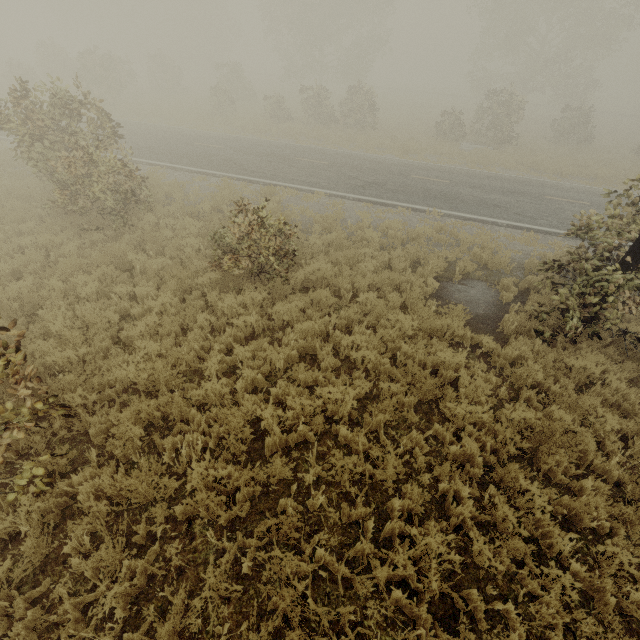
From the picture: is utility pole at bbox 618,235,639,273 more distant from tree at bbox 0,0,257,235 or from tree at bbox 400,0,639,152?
tree at bbox 400,0,639,152

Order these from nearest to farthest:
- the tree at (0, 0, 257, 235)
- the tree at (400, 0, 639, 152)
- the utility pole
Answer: the utility pole
the tree at (0, 0, 257, 235)
the tree at (400, 0, 639, 152)

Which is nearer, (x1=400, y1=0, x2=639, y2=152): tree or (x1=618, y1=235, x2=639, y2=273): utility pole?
(x1=618, y1=235, x2=639, y2=273): utility pole

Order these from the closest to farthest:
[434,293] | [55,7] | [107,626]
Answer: [107,626] → [434,293] → [55,7]

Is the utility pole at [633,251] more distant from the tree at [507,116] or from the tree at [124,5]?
the tree at [507,116]

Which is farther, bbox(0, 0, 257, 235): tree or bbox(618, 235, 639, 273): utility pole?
bbox(0, 0, 257, 235): tree

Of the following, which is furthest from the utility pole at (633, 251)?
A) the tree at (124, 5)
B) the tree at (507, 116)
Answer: the tree at (507, 116)
